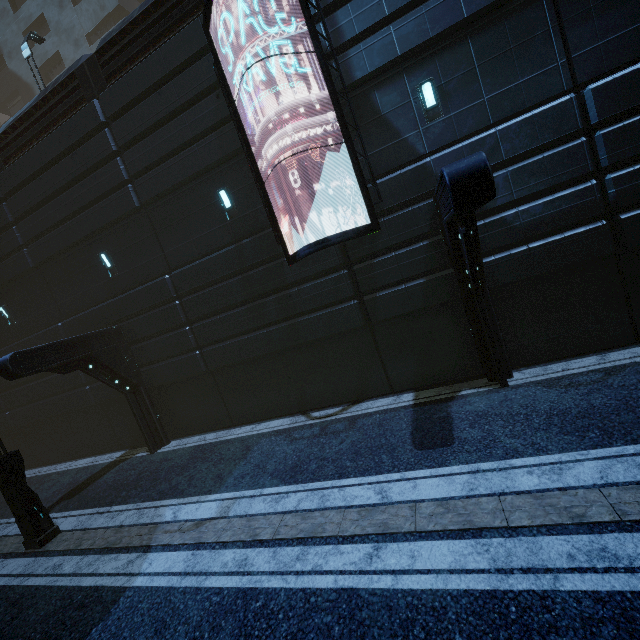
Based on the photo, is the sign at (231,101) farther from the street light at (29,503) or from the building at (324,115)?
the street light at (29,503)

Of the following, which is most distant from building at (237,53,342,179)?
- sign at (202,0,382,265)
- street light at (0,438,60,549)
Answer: street light at (0,438,60,549)

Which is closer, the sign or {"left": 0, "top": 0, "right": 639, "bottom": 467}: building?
{"left": 0, "top": 0, "right": 639, "bottom": 467}: building

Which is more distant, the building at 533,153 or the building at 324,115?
the building at 324,115

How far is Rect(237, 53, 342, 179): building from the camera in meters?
8.4

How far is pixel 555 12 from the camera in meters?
7.0

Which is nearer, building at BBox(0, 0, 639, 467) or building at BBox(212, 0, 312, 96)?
building at BBox(0, 0, 639, 467)
